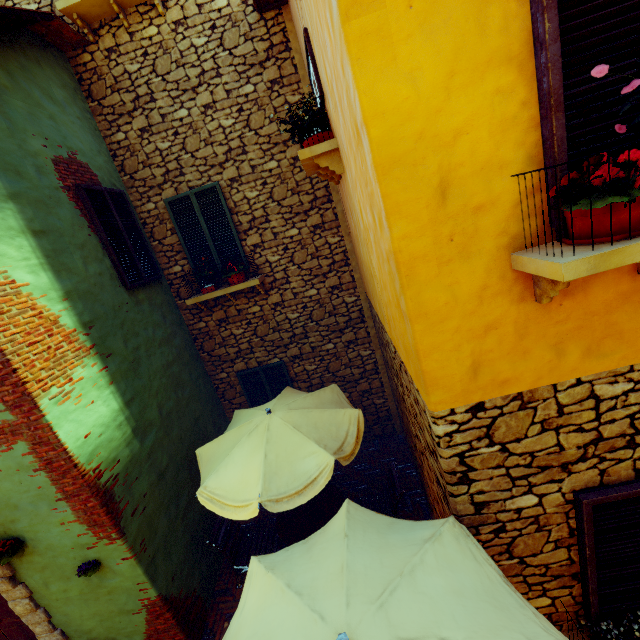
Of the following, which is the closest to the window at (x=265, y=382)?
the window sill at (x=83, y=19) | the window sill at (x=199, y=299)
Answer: the window sill at (x=199, y=299)

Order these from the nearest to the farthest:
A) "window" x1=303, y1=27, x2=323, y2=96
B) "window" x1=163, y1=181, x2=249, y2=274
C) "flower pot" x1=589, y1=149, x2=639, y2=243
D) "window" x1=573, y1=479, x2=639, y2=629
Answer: "flower pot" x1=589, y1=149, x2=639, y2=243 < "window" x1=573, y1=479, x2=639, y2=629 < "window" x1=303, y1=27, x2=323, y2=96 < "window" x1=163, y1=181, x2=249, y2=274

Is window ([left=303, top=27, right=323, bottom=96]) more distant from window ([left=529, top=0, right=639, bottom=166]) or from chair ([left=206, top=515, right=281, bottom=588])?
chair ([left=206, top=515, right=281, bottom=588])

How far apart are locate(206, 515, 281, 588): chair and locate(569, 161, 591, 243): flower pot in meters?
6.0 m

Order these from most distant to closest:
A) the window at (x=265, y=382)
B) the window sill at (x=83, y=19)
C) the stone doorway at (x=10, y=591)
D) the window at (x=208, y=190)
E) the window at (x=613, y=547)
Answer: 1. the window at (x=265, y=382)
2. the window at (x=208, y=190)
3. the window sill at (x=83, y=19)
4. the stone doorway at (x=10, y=591)
5. the window at (x=613, y=547)

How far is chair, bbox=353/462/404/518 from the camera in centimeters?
506cm

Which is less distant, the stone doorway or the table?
the table

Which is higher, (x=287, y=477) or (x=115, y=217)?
(x=115, y=217)
